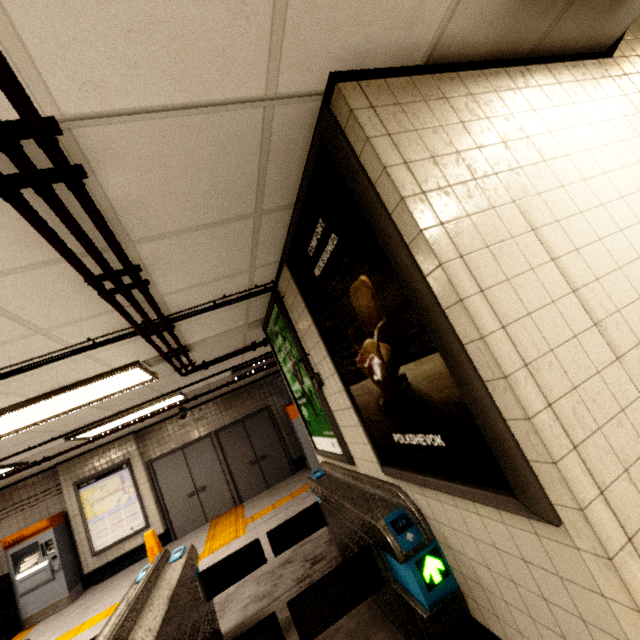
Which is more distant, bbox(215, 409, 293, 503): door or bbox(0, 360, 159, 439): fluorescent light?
bbox(215, 409, 293, 503): door

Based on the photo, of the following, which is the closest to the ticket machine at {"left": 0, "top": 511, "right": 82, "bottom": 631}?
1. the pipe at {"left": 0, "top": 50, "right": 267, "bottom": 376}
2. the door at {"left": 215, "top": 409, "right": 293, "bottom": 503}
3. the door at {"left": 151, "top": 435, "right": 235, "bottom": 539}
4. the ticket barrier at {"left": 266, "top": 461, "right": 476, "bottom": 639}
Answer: the door at {"left": 151, "top": 435, "right": 235, "bottom": 539}

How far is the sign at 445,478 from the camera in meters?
1.2 m

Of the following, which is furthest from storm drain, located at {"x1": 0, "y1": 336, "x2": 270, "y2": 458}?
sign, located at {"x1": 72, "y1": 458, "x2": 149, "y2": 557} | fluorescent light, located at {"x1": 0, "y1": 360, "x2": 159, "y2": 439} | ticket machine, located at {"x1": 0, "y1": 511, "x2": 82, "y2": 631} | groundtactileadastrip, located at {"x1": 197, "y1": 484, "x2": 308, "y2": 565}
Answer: groundtactileadastrip, located at {"x1": 197, "y1": 484, "x2": 308, "y2": 565}

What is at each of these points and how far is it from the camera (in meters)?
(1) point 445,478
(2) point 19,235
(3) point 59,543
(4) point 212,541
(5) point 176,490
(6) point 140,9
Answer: (1) sign, 1.53
(2) storm drain, 1.39
(3) ticket machine, 7.32
(4) groundtactileadastrip, 6.70
(5) door, 8.58
(6) storm drain, 0.88

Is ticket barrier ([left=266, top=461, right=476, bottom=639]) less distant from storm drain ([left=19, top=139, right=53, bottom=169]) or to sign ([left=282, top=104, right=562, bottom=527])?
sign ([left=282, top=104, right=562, bottom=527])

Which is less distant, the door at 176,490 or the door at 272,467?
the door at 176,490

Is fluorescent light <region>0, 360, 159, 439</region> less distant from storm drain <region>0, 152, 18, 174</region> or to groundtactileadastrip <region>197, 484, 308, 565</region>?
storm drain <region>0, 152, 18, 174</region>
